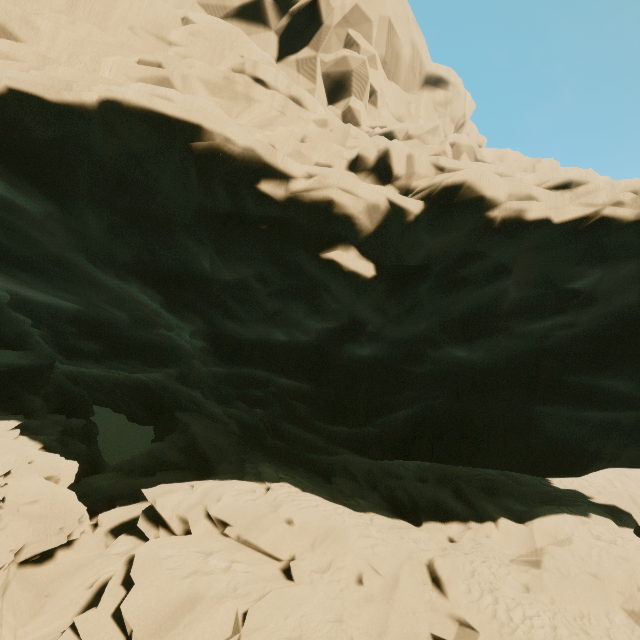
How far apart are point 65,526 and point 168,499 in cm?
192
